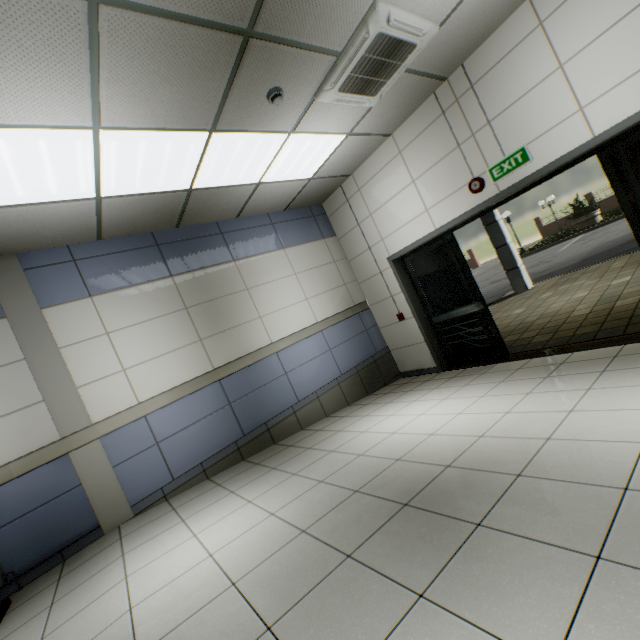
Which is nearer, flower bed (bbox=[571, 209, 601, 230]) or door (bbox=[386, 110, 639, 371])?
door (bbox=[386, 110, 639, 371])

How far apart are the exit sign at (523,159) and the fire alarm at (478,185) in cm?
10

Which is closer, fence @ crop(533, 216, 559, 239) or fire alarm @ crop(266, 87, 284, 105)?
fire alarm @ crop(266, 87, 284, 105)

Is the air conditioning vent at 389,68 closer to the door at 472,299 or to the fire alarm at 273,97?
the fire alarm at 273,97

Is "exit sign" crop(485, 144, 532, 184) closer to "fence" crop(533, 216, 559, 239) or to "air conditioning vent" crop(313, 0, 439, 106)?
"air conditioning vent" crop(313, 0, 439, 106)

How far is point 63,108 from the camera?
2.3m

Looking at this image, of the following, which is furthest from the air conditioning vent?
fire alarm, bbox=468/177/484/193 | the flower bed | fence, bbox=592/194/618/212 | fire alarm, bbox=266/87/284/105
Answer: fence, bbox=592/194/618/212

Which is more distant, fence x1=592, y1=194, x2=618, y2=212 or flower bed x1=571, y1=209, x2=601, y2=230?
fence x1=592, y1=194, x2=618, y2=212
